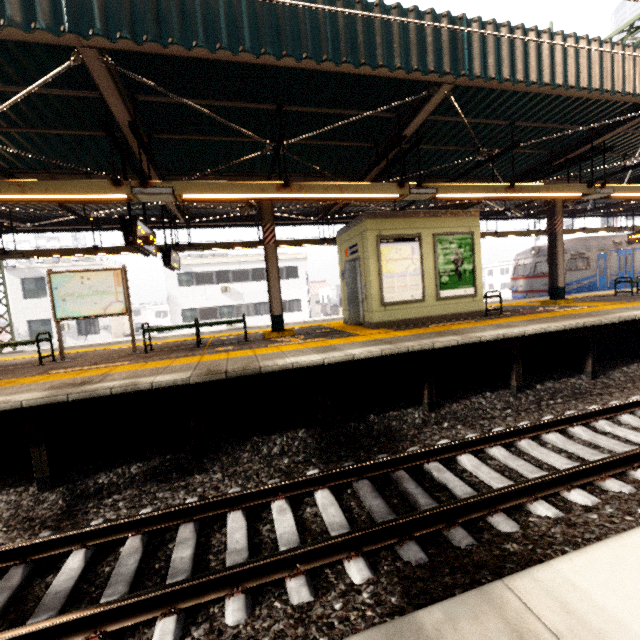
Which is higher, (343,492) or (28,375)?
(28,375)

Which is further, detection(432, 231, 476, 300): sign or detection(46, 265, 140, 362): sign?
detection(432, 231, 476, 300): sign

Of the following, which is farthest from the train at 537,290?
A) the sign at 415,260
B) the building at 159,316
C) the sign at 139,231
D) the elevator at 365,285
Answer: the building at 159,316

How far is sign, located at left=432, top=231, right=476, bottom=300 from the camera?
8.59m

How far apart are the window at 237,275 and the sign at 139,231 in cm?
2096

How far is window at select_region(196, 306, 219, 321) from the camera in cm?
A: 2703

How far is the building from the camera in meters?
59.1

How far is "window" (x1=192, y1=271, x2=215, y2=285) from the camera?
26.8m
